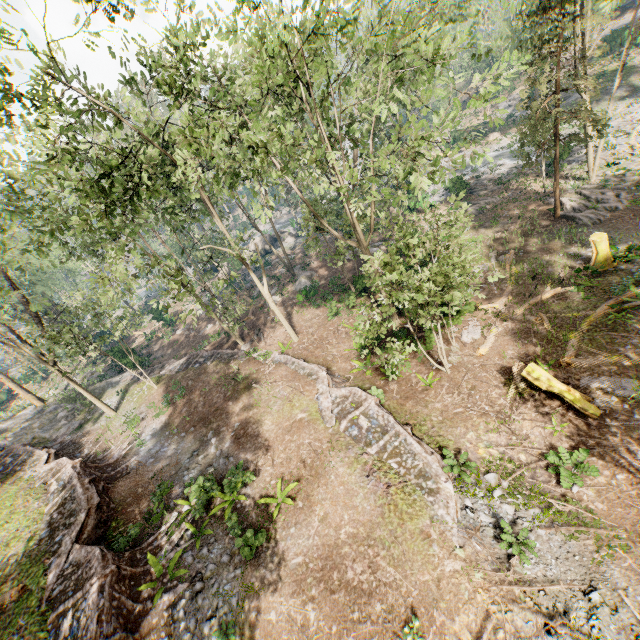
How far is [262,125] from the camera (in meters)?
40.06

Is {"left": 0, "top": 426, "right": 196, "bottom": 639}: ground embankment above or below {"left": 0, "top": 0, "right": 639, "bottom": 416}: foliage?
below

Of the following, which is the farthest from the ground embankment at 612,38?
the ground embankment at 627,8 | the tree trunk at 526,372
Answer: the tree trunk at 526,372

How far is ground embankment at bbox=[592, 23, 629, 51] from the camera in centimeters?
4202cm

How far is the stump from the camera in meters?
18.1 m

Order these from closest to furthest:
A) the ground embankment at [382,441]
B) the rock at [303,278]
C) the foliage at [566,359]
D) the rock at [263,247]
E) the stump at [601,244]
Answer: the ground embankment at [382,441], the foliage at [566,359], the stump at [601,244], the rock at [303,278], the rock at [263,247]

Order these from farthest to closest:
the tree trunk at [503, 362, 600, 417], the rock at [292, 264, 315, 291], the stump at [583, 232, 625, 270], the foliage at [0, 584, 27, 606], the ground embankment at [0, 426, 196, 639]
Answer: the rock at [292, 264, 315, 291]
the stump at [583, 232, 625, 270]
the tree trunk at [503, 362, 600, 417]
the foliage at [0, 584, 27, 606]
the ground embankment at [0, 426, 196, 639]

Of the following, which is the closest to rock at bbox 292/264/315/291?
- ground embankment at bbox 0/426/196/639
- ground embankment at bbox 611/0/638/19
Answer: ground embankment at bbox 0/426/196/639
